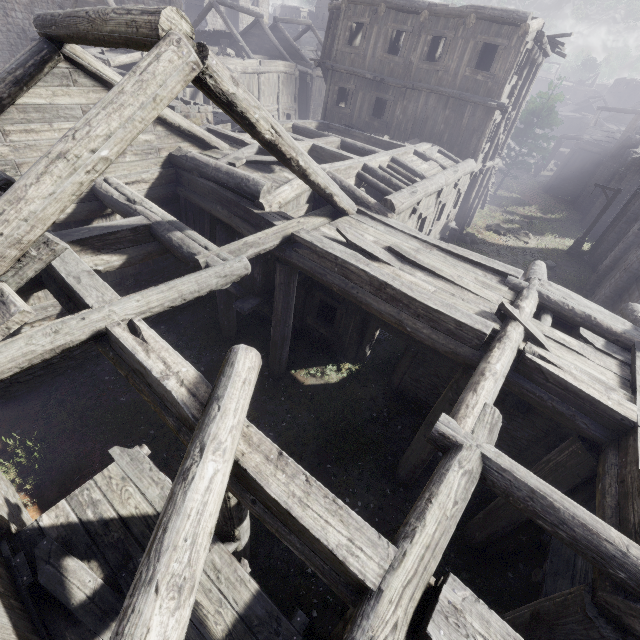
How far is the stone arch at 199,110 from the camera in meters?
14.5 m

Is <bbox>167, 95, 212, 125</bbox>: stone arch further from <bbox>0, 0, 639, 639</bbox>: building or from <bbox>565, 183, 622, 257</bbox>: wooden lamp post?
<bbox>565, 183, 622, 257</bbox>: wooden lamp post

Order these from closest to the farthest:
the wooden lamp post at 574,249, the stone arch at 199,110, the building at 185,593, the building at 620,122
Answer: the building at 185,593 → the stone arch at 199,110 → the wooden lamp post at 574,249 → the building at 620,122

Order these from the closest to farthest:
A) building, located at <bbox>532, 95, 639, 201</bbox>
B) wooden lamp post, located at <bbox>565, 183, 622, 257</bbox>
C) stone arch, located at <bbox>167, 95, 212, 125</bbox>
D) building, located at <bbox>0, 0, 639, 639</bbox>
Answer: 1. building, located at <bbox>0, 0, 639, 639</bbox>
2. stone arch, located at <bbox>167, 95, 212, 125</bbox>
3. wooden lamp post, located at <bbox>565, 183, 622, 257</bbox>
4. building, located at <bbox>532, 95, 639, 201</bbox>

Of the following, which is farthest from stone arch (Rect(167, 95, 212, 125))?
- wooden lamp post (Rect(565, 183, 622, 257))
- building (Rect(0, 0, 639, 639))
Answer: wooden lamp post (Rect(565, 183, 622, 257))

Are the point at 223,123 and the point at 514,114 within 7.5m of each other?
no
